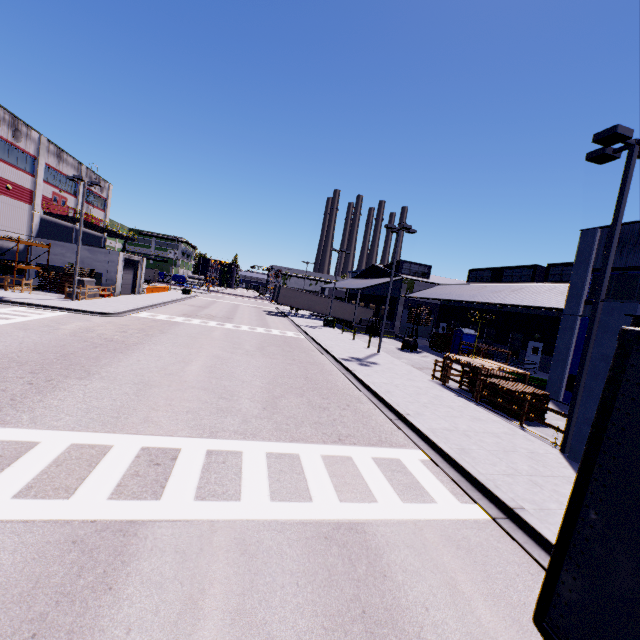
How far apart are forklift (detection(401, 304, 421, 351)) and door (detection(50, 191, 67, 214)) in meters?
39.2

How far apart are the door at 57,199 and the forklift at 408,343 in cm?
3915

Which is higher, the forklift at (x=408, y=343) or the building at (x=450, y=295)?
the building at (x=450, y=295)

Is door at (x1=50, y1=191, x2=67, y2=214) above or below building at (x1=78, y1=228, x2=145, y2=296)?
above

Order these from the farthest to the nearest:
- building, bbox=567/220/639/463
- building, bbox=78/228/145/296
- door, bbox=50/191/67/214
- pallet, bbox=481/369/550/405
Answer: door, bbox=50/191/67/214 → building, bbox=78/228/145/296 → pallet, bbox=481/369/550/405 → building, bbox=567/220/639/463

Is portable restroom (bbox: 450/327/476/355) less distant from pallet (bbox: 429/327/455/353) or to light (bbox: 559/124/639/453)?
pallet (bbox: 429/327/455/353)

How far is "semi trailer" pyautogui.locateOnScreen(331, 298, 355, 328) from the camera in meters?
49.8

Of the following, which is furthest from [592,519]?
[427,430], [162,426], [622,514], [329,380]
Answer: [329,380]
